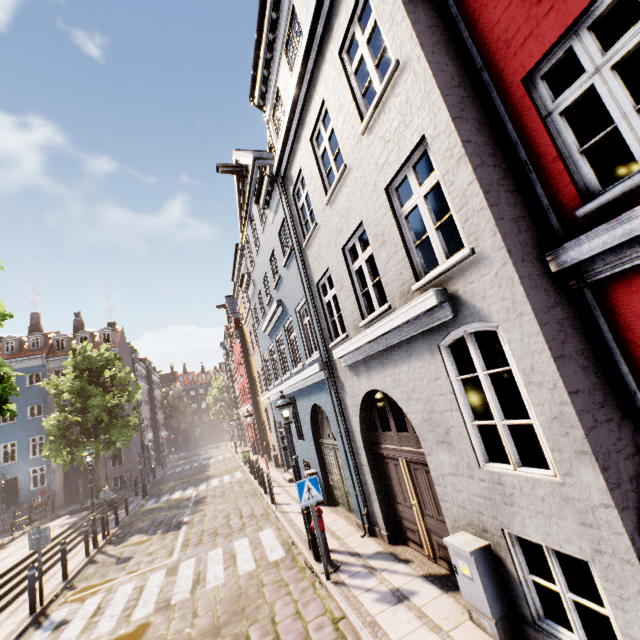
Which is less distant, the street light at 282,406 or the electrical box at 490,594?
the electrical box at 490,594

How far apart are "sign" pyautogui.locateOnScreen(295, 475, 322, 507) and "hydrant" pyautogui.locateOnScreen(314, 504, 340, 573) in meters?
0.5 m

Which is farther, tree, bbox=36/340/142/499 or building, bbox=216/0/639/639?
tree, bbox=36/340/142/499

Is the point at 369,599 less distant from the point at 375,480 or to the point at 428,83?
the point at 375,480

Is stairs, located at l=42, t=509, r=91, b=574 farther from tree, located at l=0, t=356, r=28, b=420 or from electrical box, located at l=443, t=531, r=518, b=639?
electrical box, located at l=443, t=531, r=518, b=639

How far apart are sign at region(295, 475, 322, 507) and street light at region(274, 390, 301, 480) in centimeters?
148cm

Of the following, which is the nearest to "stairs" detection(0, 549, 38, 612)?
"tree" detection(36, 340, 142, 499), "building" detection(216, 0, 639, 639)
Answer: "tree" detection(36, 340, 142, 499)

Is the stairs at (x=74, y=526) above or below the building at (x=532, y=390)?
below
